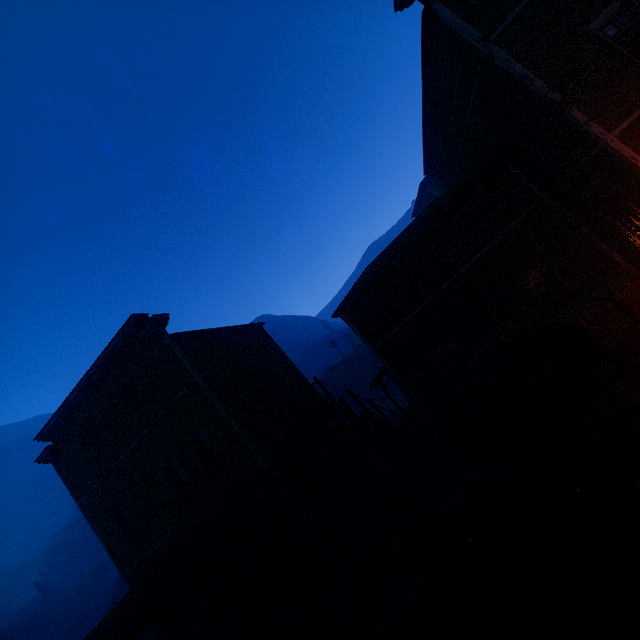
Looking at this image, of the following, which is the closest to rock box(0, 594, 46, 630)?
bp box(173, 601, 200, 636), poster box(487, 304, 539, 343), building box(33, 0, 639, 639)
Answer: building box(33, 0, 639, 639)

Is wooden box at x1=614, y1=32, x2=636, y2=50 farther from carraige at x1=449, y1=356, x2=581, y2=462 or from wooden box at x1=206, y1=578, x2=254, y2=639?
wooden box at x1=206, y1=578, x2=254, y2=639

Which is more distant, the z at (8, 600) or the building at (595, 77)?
the z at (8, 600)

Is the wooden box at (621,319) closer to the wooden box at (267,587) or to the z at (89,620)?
the z at (89,620)

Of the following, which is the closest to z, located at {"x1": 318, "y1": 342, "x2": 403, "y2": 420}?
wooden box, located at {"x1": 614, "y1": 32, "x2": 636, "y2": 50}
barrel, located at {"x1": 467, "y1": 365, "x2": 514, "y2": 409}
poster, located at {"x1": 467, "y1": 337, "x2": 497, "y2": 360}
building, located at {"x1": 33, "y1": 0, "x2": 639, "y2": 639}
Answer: building, located at {"x1": 33, "y1": 0, "x2": 639, "y2": 639}

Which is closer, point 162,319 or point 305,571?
point 305,571

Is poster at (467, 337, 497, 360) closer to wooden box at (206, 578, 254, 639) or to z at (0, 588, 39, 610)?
z at (0, 588, 39, 610)

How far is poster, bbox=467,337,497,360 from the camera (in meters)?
11.51
